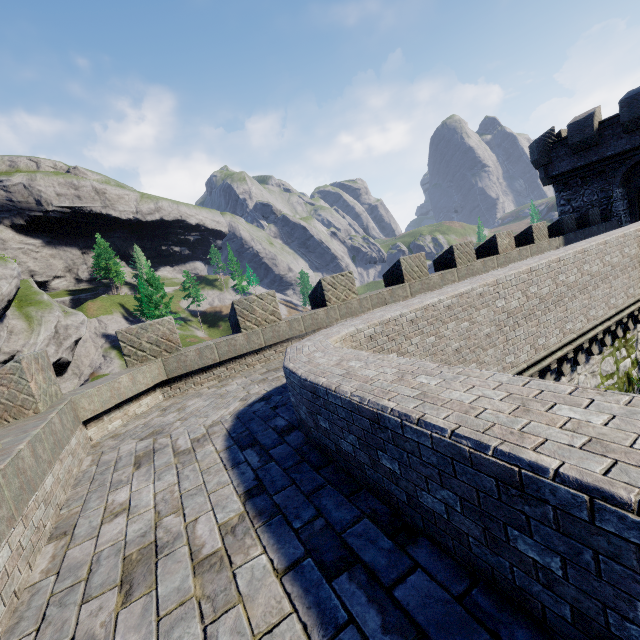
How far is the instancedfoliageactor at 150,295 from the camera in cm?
5072

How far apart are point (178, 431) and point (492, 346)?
7.3 meters

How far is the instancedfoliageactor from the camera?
50.7 meters

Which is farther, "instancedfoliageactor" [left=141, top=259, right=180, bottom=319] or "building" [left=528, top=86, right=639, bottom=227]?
"instancedfoliageactor" [left=141, top=259, right=180, bottom=319]

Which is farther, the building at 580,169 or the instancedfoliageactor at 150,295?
the instancedfoliageactor at 150,295
